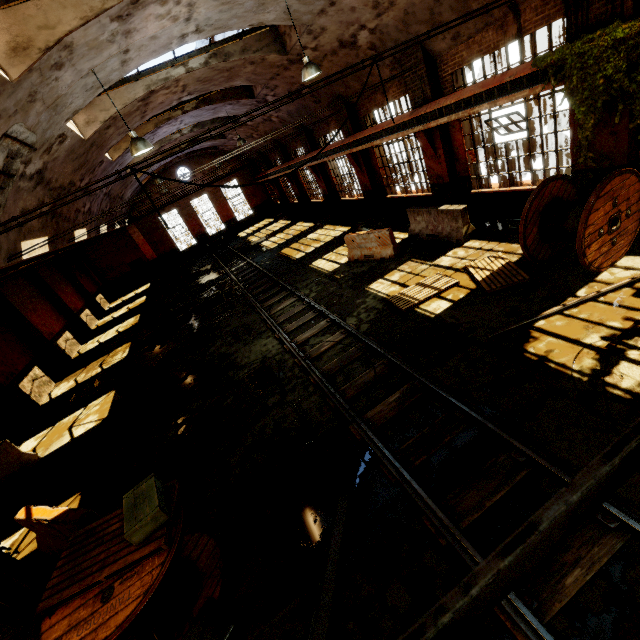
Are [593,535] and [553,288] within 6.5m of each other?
yes

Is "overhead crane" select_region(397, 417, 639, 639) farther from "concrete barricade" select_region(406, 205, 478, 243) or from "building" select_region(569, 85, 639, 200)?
"concrete barricade" select_region(406, 205, 478, 243)

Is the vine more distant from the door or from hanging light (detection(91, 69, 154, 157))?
the door

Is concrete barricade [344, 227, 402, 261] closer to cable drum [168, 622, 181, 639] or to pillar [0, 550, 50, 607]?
cable drum [168, 622, 181, 639]

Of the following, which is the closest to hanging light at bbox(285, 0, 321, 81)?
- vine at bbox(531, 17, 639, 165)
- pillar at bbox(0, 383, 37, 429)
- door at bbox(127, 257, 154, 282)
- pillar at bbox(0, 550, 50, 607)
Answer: vine at bbox(531, 17, 639, 165)

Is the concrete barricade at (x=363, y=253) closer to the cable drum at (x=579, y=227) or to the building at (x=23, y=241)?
the building at (x=23, y=241)

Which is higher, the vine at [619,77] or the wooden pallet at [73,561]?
the vine at [619,77]

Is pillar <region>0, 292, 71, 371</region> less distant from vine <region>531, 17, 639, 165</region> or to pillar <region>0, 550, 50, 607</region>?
pillar <region>0, 550, 50, 607</region>
